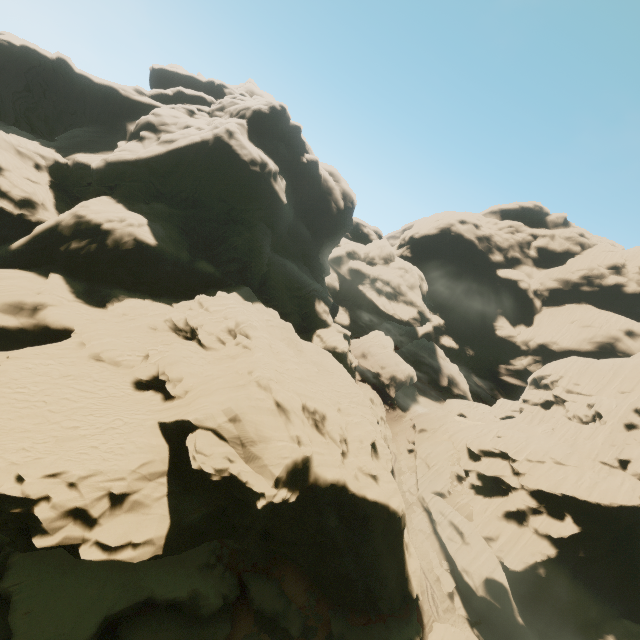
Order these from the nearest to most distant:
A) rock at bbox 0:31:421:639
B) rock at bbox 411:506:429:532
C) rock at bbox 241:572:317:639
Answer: rock at bbox 0:31:421:639 < rock at bbox 241:572:317:639 < rock at bbox 411:506:429:532

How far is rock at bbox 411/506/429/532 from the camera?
41.2 meters

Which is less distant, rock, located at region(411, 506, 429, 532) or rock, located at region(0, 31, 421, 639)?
rock, located at region(0, 31, 421, 639)

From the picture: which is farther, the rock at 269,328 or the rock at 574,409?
the rock at 574,409

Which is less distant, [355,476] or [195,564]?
[195,564]
